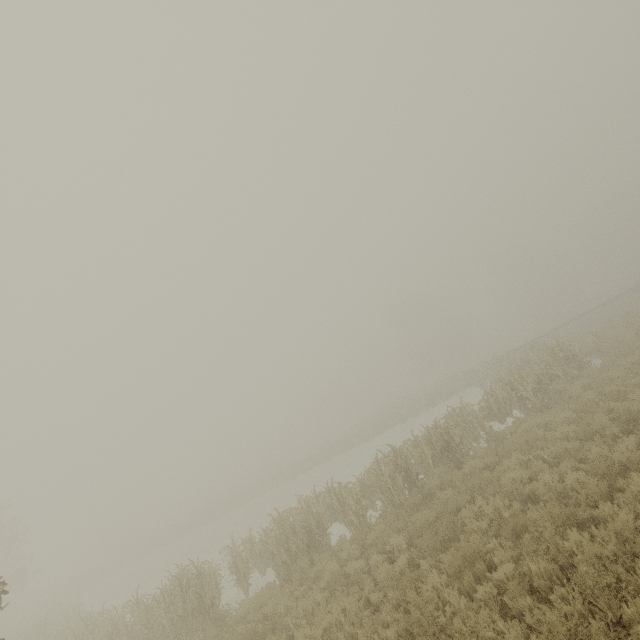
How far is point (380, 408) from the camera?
48.9m
